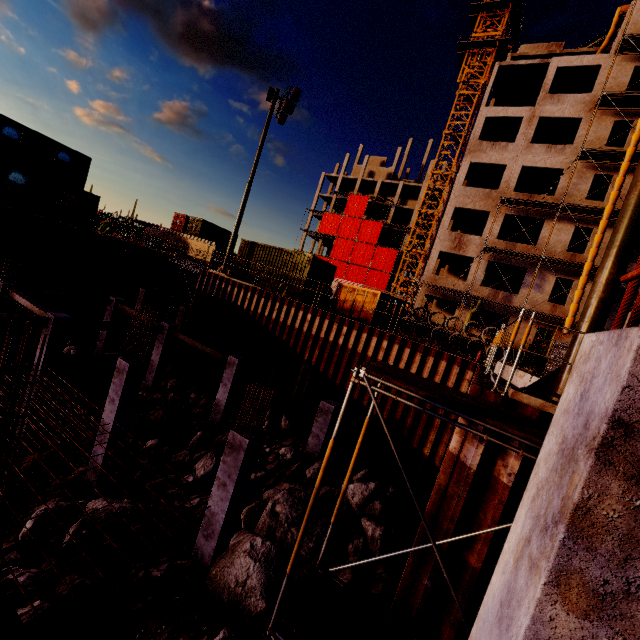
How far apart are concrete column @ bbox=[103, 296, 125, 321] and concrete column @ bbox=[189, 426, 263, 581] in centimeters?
1502cm

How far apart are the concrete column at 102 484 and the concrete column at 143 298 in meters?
17.2 m

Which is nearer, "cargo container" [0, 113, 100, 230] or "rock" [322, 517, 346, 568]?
"rock" [322, 517, 346, 568]

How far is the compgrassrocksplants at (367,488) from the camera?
8.9m

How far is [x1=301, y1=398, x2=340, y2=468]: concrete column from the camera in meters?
12.2

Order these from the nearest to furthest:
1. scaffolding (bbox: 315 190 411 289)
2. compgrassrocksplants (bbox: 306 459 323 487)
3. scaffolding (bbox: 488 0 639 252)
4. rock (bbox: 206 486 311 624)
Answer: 1. rock (bbox: 206 486 311 624)
2. compgrassrocksplants (bbox: 306 459 323 487)
3. scaffolding (bbox: 488 0 639 252)
4. scaffolding (bbox: 315 190 411 289)

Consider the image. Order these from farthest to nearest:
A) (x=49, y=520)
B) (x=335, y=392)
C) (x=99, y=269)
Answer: (x=99, y=269) → (x=335, y=392) → (x=49, y=520)

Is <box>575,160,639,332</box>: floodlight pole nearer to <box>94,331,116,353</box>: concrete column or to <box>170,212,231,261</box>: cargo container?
<box>94,331,116,353</box>: concrete column
